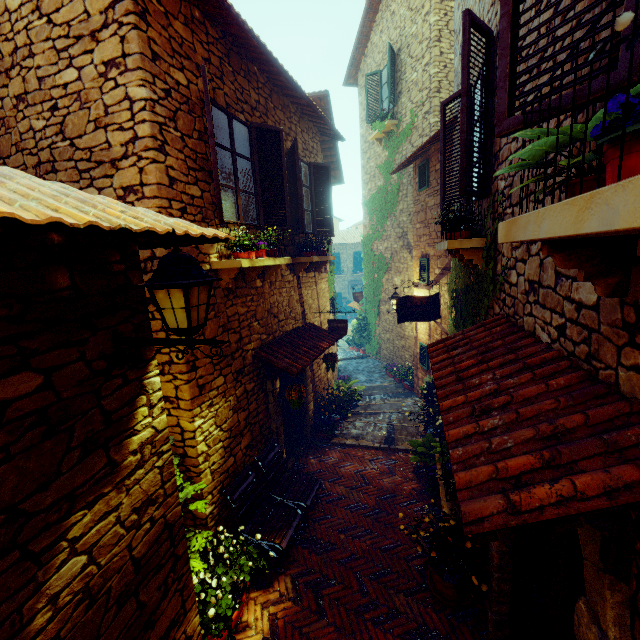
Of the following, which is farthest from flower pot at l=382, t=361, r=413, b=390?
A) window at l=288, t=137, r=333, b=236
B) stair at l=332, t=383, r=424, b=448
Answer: window at l=288, t=137, r=333, b=236

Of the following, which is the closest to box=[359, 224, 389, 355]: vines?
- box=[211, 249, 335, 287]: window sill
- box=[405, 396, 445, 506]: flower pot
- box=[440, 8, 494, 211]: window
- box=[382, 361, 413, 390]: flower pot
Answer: box=[382, 361, 413, 390]: flower pot

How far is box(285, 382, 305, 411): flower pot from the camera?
5.4m

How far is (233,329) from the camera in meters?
4.7 m

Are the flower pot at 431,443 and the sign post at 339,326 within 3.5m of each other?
yes

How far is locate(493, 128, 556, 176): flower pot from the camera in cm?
112

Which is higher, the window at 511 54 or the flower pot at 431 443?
the window at 511 54

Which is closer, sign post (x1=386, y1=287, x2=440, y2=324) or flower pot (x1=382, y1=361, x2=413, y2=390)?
sign post (x1=386, y1=287, x2=440, y2=324)
